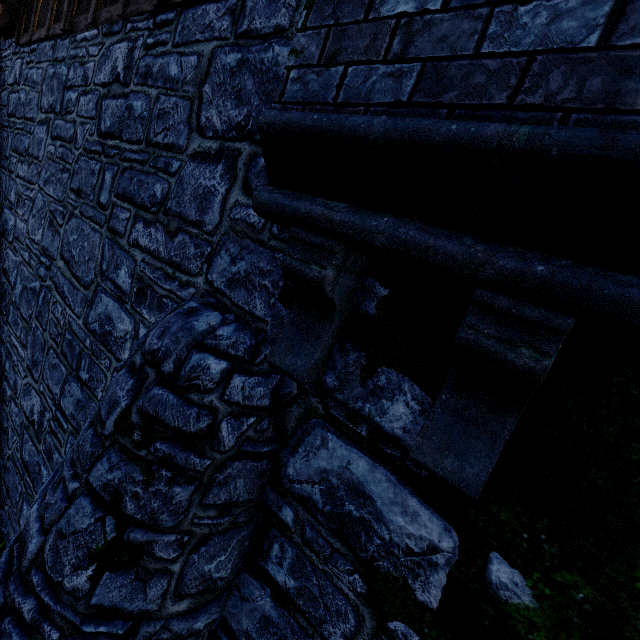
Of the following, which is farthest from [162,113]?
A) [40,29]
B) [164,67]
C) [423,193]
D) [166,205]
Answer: [40,29]
